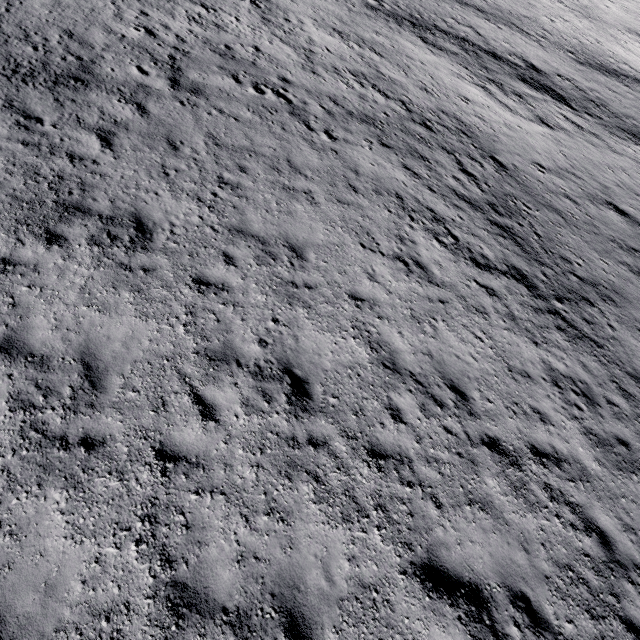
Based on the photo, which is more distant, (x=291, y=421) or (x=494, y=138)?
(x=494, y=138)
